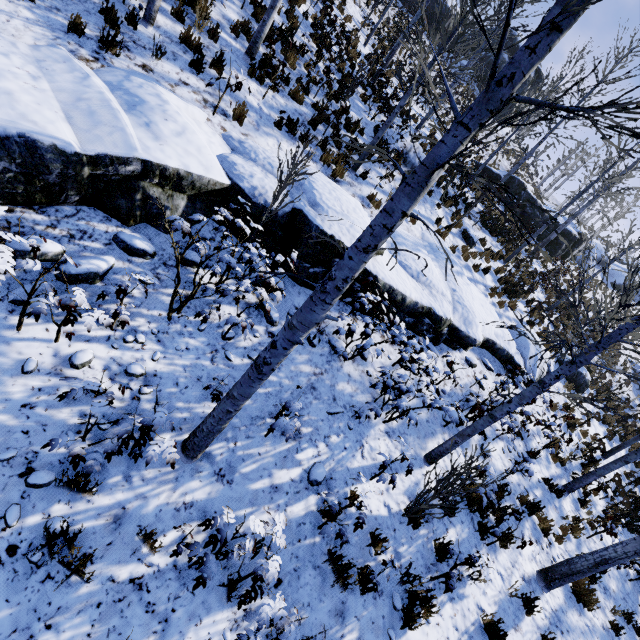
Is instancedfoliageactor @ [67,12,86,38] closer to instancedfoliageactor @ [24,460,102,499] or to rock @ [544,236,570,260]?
instancedfoliageactor @ [24,460,102,499]

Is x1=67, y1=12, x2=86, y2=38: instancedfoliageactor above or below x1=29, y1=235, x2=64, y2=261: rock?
above

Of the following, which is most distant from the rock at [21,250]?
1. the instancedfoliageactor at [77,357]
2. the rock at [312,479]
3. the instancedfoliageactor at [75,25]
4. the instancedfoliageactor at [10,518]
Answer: the rock at [312,479]

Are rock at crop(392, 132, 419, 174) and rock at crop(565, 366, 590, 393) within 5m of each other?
A: no

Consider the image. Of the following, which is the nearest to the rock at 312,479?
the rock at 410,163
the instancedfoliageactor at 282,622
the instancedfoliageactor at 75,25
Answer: the instancedfoliageactor at 282,622

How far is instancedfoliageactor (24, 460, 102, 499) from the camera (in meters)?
3.06

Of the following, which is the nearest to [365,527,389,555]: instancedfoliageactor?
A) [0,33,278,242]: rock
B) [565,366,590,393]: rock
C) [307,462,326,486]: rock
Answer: [0,33,278,242]: rock

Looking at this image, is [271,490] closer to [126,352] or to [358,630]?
[358,630]
